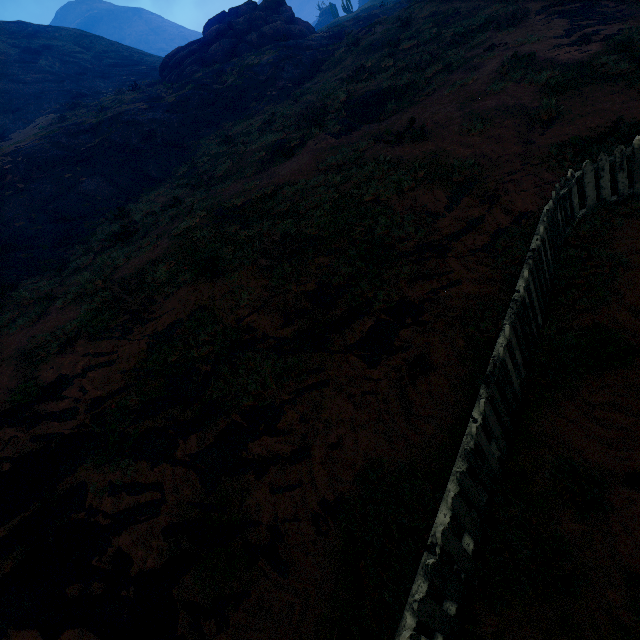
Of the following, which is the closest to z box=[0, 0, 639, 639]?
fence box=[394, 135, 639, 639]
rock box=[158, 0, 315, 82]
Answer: fence box=[394, 135, 639, 639]

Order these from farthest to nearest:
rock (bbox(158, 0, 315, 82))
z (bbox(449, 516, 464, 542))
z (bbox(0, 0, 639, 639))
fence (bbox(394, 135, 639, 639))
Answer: rock (bbox(158, 0, 315, 82)) → z (bbox(0, 0, 639, 639)) → z (bbox(449, 516, 464, 542)) → fence (bbox(394, 135, 639, 639))

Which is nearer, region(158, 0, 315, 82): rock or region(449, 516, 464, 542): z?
region(449, 516, 464, 542): z

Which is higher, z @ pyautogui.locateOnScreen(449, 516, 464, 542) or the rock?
the rock

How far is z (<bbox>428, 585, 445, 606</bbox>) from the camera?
3.0m

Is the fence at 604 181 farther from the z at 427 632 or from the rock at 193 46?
the rock at 193 46

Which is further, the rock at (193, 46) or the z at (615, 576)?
the rock at (193, 46)

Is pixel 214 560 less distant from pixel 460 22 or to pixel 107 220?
pixel 107 220
